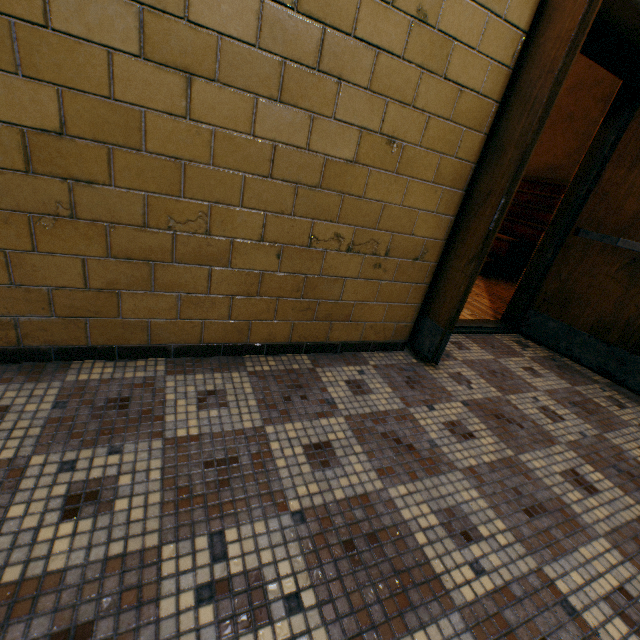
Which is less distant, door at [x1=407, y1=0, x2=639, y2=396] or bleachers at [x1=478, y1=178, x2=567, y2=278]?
door at [x1=407, y1=0, x2=639, y2=396]

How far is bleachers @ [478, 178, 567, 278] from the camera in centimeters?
552cm

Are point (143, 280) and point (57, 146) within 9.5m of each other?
yes

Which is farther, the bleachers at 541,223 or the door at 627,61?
the bleachers at 541,223

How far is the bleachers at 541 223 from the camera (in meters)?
5.52
